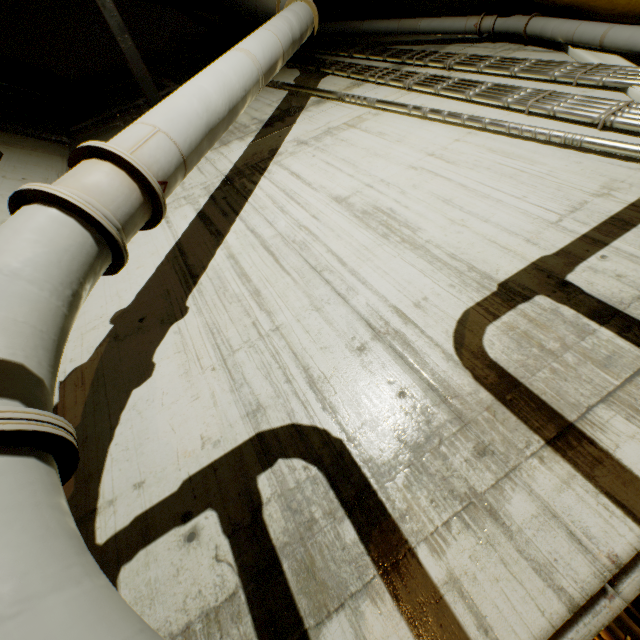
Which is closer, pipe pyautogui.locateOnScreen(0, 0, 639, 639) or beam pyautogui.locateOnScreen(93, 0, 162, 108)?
pipe pyautogui.locateOnScreen(0, 0, 639, 639)

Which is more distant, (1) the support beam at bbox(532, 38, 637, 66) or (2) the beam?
(2) the beam

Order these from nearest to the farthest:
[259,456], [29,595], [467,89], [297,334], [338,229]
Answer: [29,595], [259,456], [297,334], [338,229], [467,89]

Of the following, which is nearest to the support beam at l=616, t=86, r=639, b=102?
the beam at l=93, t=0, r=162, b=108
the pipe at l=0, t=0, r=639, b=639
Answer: the pipe at l=0, t=0, r=639, b=639

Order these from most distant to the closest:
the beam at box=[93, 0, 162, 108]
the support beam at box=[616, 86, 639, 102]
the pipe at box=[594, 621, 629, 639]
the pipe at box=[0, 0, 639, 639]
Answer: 1. the pipe at box=[594, 621, 629, 639]
2. the beam at box=[93, 0, 162, 108]
3. the support beam at box=[616, 86, 639, 102]
4. the pipe at box=[0, 0, 639, 639]

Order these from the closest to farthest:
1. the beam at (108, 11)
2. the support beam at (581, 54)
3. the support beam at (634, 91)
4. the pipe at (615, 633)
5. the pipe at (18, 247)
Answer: the pipe at (18, 247) → the support beam at (634, 91) → the support beam at (581, 54) → the beam at (108, 11) → the pipe at (615, 633)

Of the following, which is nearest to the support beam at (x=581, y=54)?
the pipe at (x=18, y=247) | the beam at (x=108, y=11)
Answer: the pipe at (x=18, y=247)

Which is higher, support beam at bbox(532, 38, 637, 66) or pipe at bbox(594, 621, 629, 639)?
support beam at bbox(532, 38, 637, 66)
